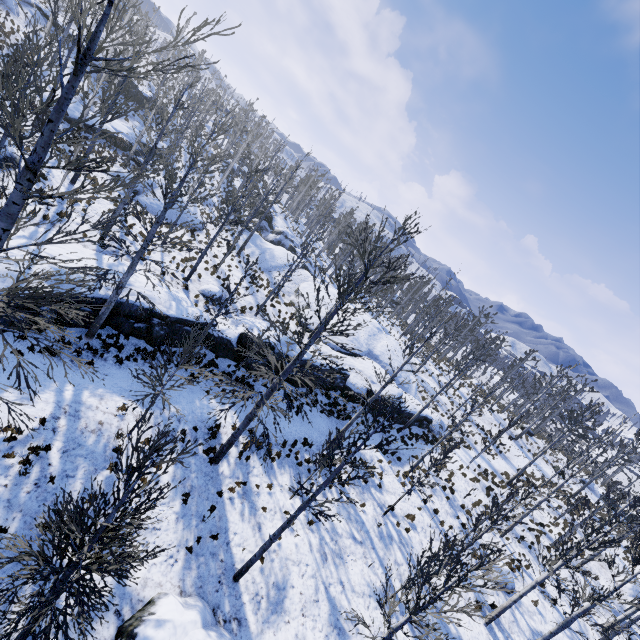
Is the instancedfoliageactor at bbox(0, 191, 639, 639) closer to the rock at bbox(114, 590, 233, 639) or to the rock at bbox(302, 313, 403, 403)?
the rock at bbox(302, 313, 403, 403)

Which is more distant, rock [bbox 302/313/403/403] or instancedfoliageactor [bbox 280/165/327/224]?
instancedfoliageactor [bbox 280/165/327/224]

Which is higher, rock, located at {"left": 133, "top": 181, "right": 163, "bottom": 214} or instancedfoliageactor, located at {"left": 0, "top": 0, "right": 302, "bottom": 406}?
instancedfoliageactor, located at {"left": 0, "top": 0, "right": 302, "bottom": 406}

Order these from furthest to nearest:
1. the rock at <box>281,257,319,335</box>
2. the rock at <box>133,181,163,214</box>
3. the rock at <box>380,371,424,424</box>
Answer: the rock at <box>281,257,319,335</box> → the rock at <box>133,181,163,214</box> → the rock at <box>380,371,424,424</box>

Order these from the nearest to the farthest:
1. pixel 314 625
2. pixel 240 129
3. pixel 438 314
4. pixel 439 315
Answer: pixel 314 625
pixel 438 314
pixel 240 129
pixel 439 315

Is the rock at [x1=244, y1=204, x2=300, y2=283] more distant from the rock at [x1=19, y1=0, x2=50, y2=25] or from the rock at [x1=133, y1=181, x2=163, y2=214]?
the rock at [x1=19, y1=0, x2=50, y2=25]

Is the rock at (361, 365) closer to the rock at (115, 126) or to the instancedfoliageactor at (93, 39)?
the instancedfoliageactor at (93, 39)

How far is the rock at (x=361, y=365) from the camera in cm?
2216
